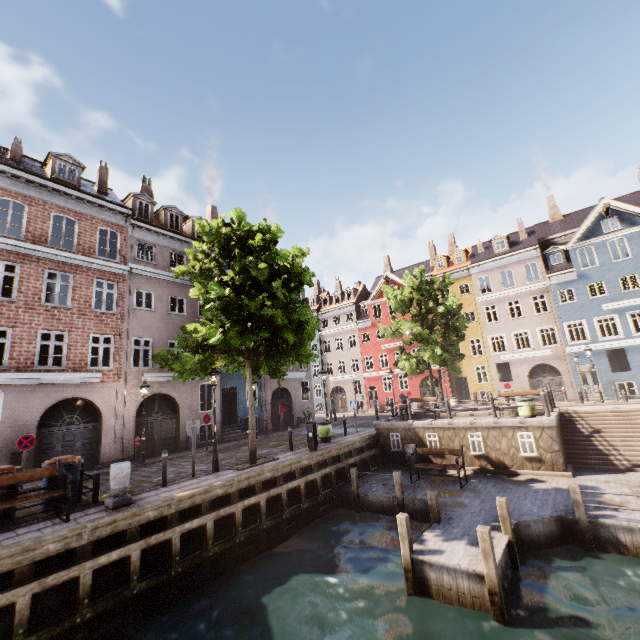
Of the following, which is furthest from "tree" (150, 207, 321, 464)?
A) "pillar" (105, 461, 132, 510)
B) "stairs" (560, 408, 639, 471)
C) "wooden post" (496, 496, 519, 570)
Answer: "wooden post" (496, 496, 519, 570)

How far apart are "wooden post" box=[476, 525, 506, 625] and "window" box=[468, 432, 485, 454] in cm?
826

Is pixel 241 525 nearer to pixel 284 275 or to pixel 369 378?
pixel 284 275

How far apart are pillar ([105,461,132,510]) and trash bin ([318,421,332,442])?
9.3m

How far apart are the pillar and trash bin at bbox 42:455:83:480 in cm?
115

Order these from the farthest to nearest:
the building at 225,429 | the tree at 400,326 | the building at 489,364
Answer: the building at 489,364 < the tree at 400,326 < the building at 225,429

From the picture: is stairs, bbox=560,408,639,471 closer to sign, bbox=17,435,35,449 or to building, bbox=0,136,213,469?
building, bbox=0,136,213,469

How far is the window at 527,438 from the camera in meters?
13.3
